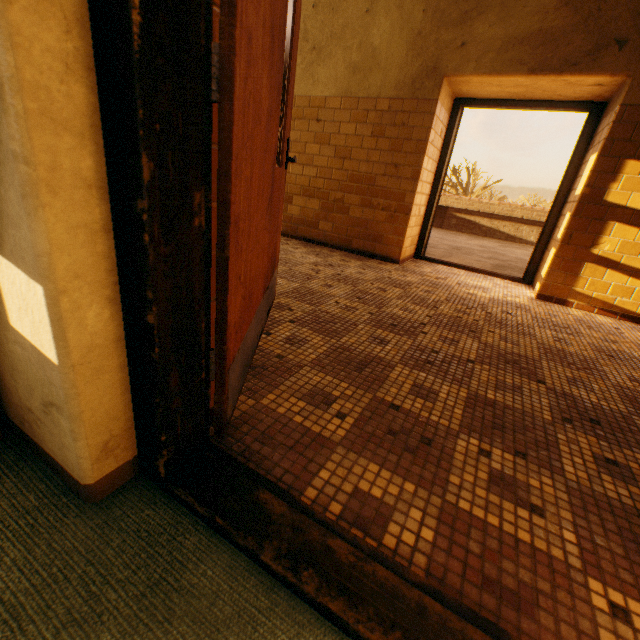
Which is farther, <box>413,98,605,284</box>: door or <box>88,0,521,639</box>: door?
<box>413,98,605,284</box>: door

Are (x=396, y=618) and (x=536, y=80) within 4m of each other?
no

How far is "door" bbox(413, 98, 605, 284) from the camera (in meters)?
3.83

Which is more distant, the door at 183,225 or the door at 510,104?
the door at 510,104

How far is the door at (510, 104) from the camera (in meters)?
3.83
